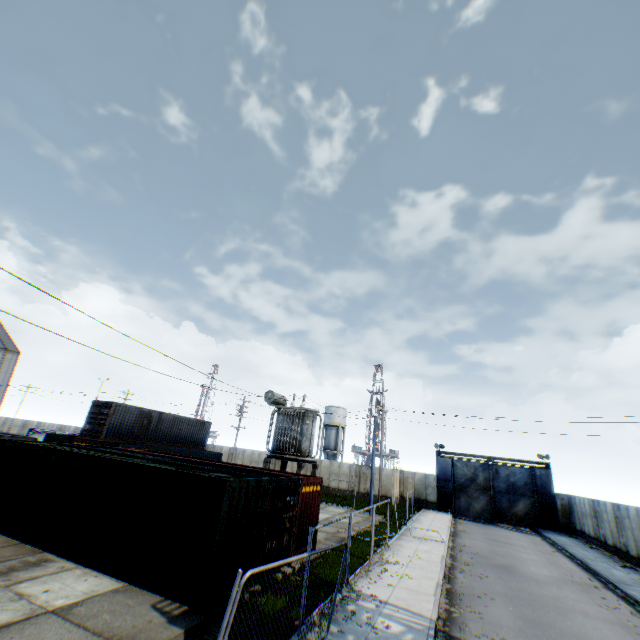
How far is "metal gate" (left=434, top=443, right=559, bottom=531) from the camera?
32.1m

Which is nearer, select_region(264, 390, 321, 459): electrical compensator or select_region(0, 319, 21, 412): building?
select_region(264, 390, 321, 459): electrical compensator

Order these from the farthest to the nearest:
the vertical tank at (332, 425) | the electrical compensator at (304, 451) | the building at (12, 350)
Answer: the vertical tank at (332, 425), the building at (12, 350), the electrical compensator at (304, 451)

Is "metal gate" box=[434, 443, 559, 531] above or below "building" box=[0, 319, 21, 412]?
below

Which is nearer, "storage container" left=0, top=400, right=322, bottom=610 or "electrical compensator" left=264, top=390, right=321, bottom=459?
"storage container" left=0, top=400, right=322, bottom=610

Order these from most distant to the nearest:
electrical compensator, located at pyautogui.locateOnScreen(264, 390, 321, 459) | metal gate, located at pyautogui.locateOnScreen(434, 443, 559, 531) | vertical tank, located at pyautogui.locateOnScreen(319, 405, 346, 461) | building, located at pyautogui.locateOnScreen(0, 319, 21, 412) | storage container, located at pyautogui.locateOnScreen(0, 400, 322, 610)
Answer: vertical tank, located at pyautogui.locateOnScreen(319, 405, 346, 461) → building, located at pyautogui.locateOnScreen(0, 319, 21, 412) → metal gate, located at pyautogui.locateOnScreen(434, 443, 559, 531) → electrical compensator, located at pyautogui.locateOnScreen(264, 390, 321, 459) → storage container, located at pyautogui.locateOnScreen(0, 400, 322, 610)

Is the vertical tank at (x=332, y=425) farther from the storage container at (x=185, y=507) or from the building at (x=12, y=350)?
the building at (x=12, y=350)

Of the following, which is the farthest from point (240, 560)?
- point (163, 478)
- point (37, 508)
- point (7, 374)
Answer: point (7, 374)
